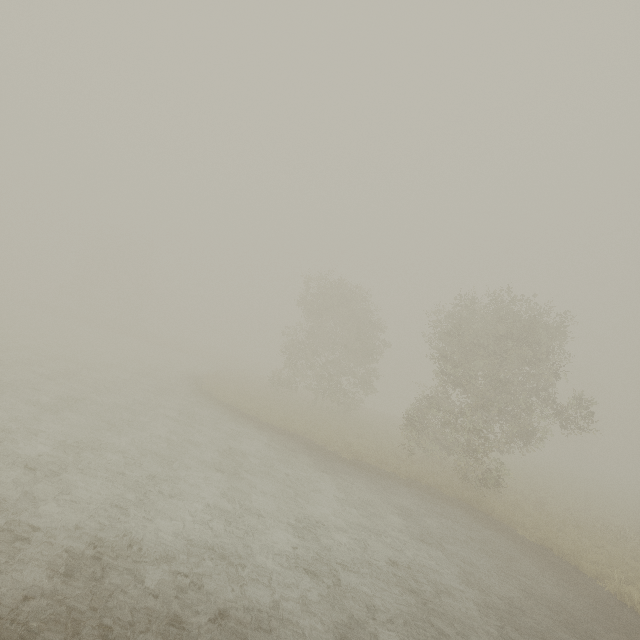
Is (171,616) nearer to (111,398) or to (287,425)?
(111,398)
